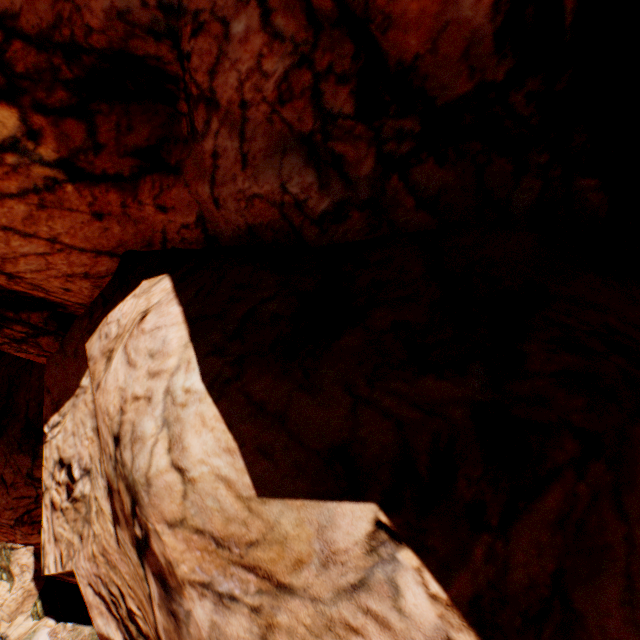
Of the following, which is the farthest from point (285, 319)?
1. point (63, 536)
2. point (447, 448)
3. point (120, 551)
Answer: point (63, 536)
